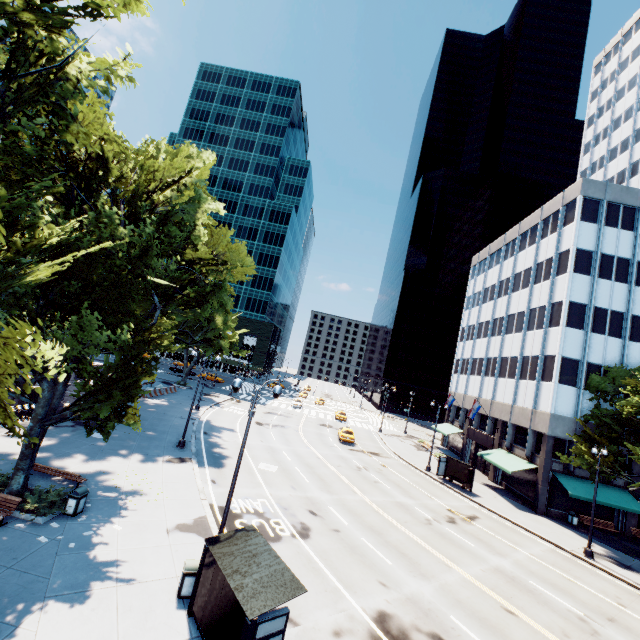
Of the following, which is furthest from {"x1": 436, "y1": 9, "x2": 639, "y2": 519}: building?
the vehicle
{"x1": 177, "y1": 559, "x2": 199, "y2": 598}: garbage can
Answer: {"x1": 177, "y1": 559, "x2": 199, "y2": 598}: garbage can

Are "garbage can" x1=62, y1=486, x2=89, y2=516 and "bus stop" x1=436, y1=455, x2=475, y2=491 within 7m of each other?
no

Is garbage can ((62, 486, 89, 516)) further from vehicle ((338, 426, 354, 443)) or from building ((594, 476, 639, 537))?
building ((594, 476, 639, 537))

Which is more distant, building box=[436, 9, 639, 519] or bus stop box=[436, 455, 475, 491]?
bus stop box=[436, 455, 475, 491]

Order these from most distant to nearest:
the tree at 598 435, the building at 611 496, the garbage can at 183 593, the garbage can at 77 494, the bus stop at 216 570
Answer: → the building at 611 496, the tree at 598 435, the garbage can at 77 494, the garbage can at 183 593, the bus stop at 216 570

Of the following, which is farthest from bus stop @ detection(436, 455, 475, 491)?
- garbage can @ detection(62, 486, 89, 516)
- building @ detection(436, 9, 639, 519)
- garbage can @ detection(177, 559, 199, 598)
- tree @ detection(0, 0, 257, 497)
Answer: garbage can @ detection(62, 486, 89, 516)

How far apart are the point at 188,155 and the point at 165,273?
8.3 meters

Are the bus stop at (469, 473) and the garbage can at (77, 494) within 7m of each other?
no
